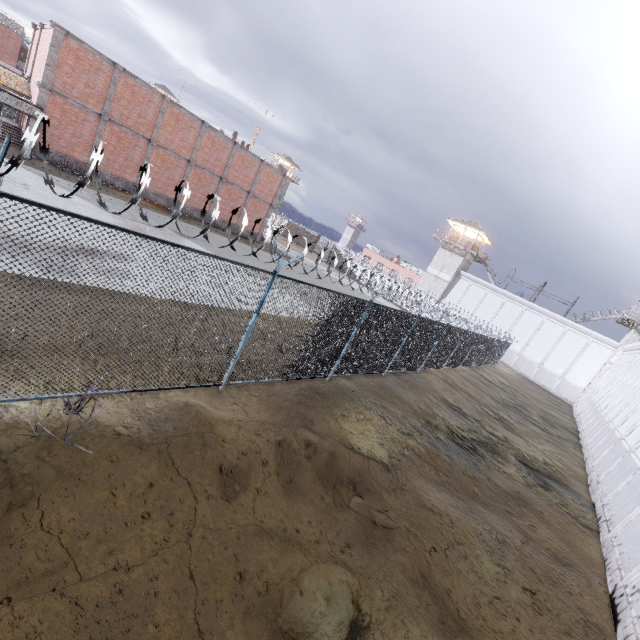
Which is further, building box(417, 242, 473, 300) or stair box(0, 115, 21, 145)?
building box(417, 242, 473, 300)

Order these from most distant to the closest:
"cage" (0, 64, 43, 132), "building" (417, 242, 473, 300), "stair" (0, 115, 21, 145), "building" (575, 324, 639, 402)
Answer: "building" (417, 242, 473, 300), "building" (575, 324, 639, 402), "stair" (0, 115, 21, 145), "cage" (0, 64, 43, 132)

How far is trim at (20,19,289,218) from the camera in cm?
1772

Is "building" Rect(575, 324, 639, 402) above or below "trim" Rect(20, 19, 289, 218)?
above

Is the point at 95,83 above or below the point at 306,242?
above

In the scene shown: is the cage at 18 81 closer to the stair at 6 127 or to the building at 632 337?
the stair at 6 127

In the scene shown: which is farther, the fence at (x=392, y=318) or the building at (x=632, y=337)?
the building at (x=632, y=337)

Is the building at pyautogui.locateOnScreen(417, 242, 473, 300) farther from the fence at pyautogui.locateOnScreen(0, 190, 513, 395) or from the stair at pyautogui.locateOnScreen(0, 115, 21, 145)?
the stair at pyautogui.locateOnScreen(0, 115, 21, 145)
